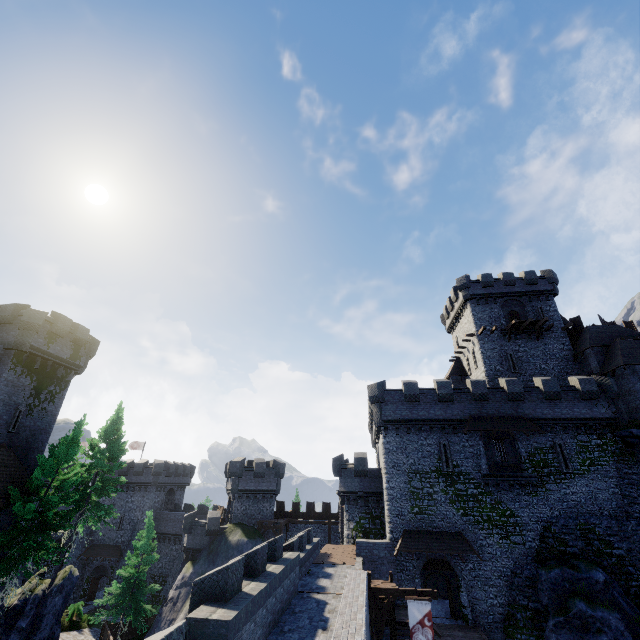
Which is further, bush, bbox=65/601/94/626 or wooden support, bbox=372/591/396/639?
bush, bbox=65/601/94/626

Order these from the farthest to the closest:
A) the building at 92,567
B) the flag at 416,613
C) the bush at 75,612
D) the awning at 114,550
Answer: Answer: the awning at 114,550, the building at 92,567, the bush at 75,612, the flag at 416,613

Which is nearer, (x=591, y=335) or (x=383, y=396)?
(x=383, y=396)

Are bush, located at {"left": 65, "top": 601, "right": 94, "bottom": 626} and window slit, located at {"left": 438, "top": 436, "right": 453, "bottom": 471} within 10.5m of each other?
no

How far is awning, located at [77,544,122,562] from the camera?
43.6 meters

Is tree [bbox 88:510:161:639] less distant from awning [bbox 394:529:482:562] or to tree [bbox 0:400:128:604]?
tree [bbox 0:400:128:604]

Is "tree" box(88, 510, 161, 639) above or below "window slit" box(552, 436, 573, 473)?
below

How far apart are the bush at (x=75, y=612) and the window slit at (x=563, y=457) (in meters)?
46.52
